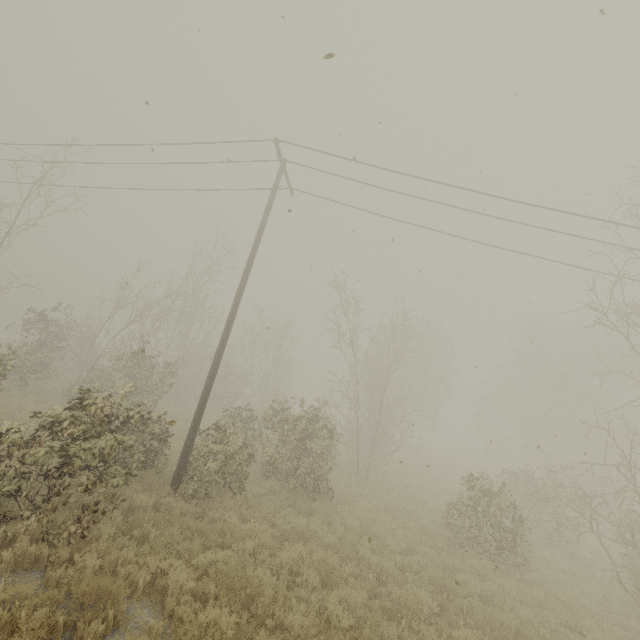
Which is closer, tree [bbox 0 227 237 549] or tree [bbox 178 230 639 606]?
tree [bbox 0 227 237 549]

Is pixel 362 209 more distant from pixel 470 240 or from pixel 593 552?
pixel 593 552

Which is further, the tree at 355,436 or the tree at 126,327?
the tree at 355,436
